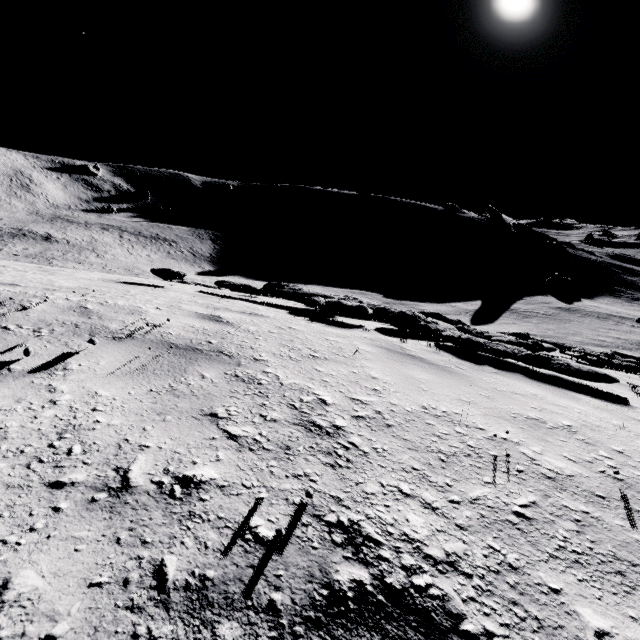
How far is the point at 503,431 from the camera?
2.3 meters
